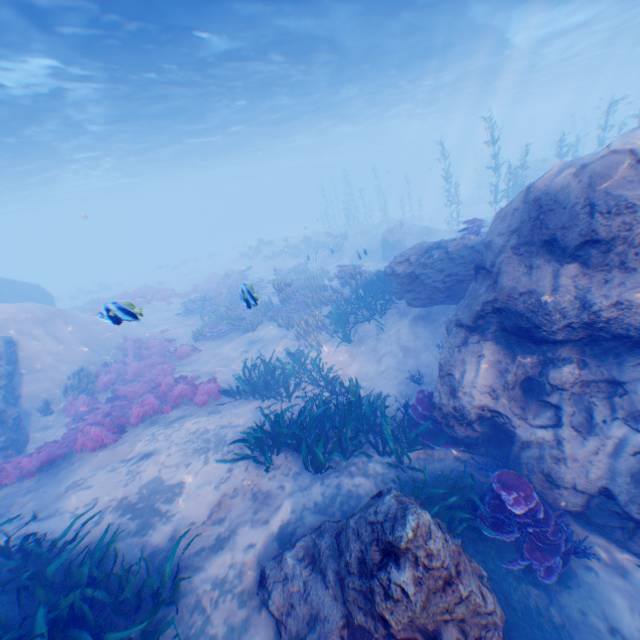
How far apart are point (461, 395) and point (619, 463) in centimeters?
258cm

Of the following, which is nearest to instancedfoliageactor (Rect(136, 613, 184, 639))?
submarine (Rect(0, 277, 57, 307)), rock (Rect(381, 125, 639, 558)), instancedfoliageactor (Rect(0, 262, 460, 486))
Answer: rock (Rect(381, 125, 639, 558))

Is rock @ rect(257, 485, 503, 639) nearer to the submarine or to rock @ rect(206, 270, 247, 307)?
the submarine

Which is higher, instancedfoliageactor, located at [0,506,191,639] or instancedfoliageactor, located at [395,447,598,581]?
instancedfoliageactor, located at [0,506,191,639]

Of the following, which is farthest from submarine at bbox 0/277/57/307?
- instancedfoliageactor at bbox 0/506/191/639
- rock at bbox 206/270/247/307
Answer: rock at bbox 206/270/247/307

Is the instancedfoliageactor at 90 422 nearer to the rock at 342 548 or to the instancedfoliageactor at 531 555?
the rock at 342 548

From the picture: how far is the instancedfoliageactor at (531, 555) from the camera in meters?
5.2

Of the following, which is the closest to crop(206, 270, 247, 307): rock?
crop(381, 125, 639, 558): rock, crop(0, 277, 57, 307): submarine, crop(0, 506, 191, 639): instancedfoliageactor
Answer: crop(0, 277, 57, 307): submarine
